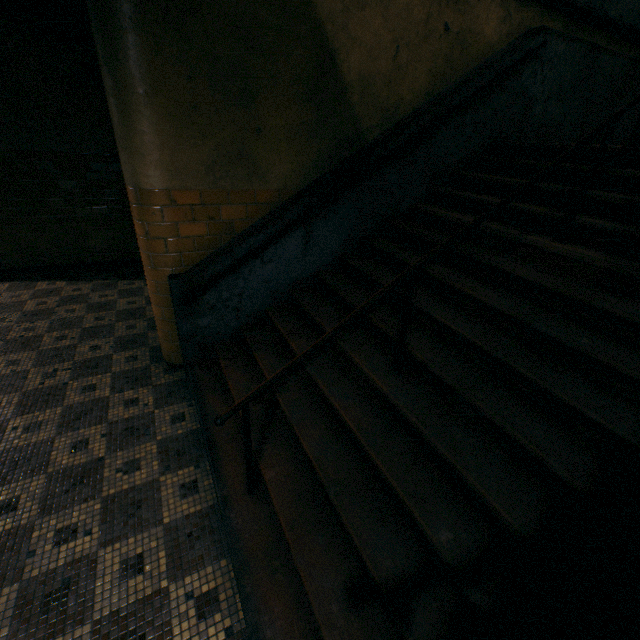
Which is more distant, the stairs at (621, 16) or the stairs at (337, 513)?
the stairs at (621, 16)

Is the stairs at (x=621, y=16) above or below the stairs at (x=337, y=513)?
above

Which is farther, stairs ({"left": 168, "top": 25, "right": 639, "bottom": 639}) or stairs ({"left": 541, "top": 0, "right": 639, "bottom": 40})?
stairs ({"left": 541, "top": 0, "right": 639, "bottom": 40})

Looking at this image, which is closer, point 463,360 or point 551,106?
point 463,360

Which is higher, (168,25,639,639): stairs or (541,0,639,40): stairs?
(541,0,639,40): stairs
